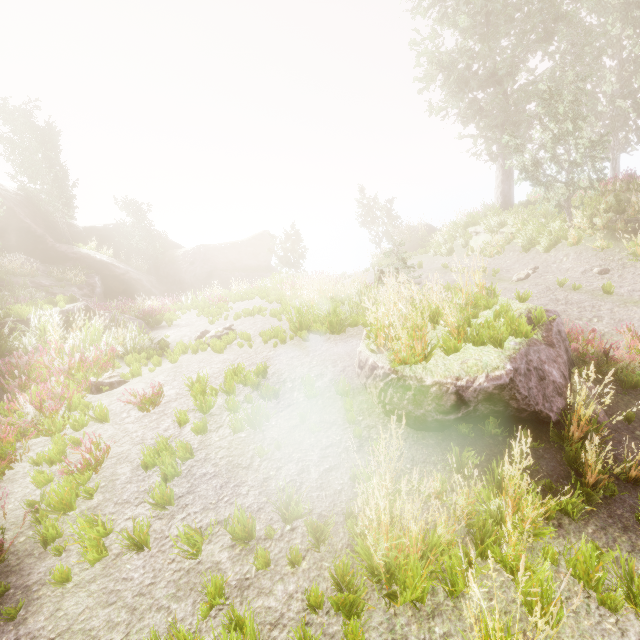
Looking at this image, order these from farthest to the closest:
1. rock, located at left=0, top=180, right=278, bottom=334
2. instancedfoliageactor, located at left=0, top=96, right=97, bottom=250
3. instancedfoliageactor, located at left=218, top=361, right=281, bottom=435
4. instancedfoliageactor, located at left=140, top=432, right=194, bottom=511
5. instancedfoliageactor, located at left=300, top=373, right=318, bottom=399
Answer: instancedfoliageactor, located at left=0, top=96, right=97, bottom=250, rock, located at left=0, top=180, right=278, bottom=334, instancedfoliageactor, located at left=300, top=373, right=318, bottom=399, instancedfoliageactor, located at left=218, top=361, right=281, bottom=435, instancedfoliageactor, located at left=140, top=432, right=194, bottom=511

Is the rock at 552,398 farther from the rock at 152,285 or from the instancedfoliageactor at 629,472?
the rock at 152,285

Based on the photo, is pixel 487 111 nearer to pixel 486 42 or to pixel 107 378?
pixel 486 42

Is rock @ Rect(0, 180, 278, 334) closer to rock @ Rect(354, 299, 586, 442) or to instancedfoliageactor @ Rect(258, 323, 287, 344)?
instancedfoliageactor @ Rect(258, 323, 287, 344)

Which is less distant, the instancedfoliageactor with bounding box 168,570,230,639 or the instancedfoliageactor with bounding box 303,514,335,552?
the instancedfoliageactor with bounding box 168,570,230,639

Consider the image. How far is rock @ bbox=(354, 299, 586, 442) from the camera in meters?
4.3

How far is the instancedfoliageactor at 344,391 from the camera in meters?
5.0 m
